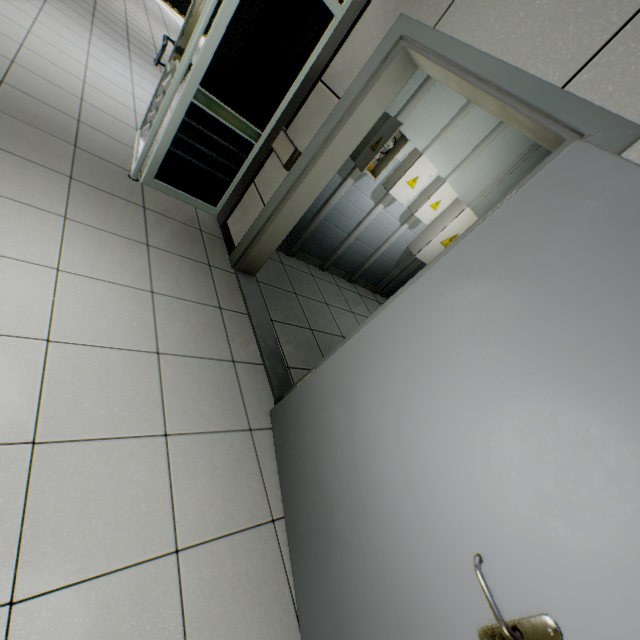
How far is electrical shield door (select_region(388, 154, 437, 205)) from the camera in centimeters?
349cm

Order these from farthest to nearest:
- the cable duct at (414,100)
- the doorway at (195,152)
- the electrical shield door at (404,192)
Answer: the electrical shield door at (404,192), the cable duct at (414,100), the doorway at (195,152)

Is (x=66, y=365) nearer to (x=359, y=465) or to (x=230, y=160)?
(x=359, y=465)

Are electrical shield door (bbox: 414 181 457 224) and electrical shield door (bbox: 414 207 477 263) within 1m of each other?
yes

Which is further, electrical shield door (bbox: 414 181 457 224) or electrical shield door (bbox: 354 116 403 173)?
electrical shield door (bbox: 414 181 457 224)

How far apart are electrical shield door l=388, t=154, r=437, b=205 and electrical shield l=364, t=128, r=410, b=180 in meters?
0.3

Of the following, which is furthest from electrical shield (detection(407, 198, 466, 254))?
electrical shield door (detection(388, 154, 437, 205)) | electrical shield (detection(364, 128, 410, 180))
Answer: electrical shield (detection(364, 128, 410, 180))

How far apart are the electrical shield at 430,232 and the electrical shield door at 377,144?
1.80m
